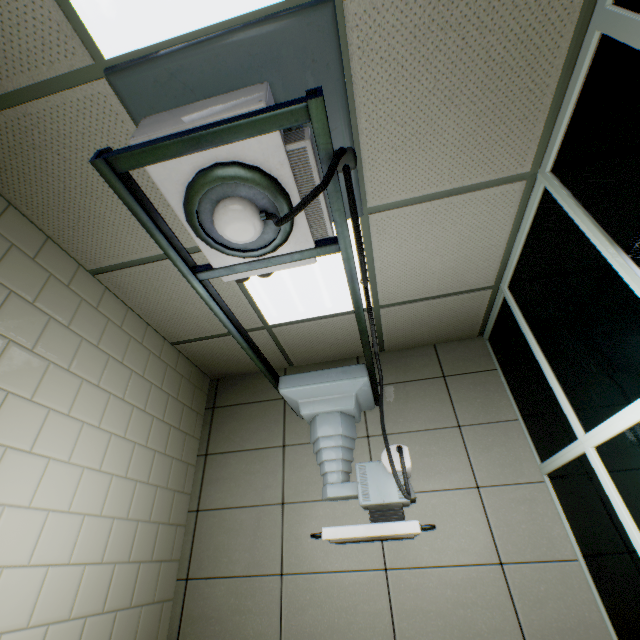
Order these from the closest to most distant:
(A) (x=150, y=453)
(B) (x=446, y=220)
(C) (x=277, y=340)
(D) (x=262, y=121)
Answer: (D) (x=262, y=121) → (B) (x=446, y=220) → (A) (x=150, y=453) → (C) (x=277, y=340)
